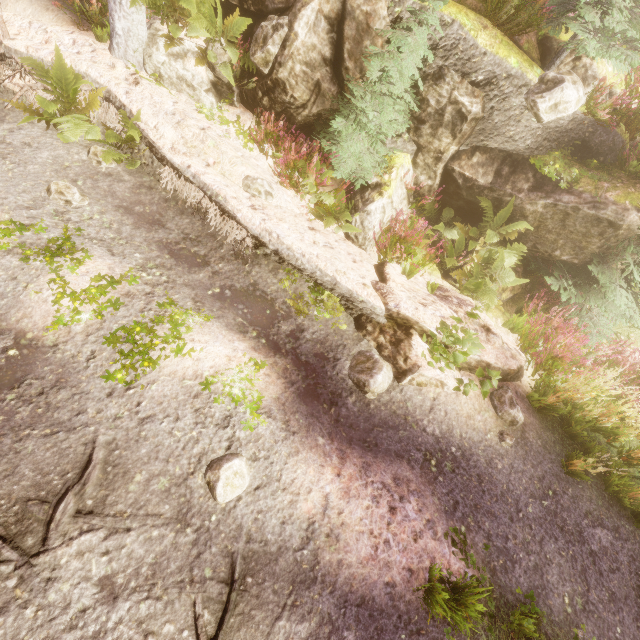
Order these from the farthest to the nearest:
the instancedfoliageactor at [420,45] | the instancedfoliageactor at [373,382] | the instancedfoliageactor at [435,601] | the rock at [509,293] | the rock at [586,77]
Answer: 1. the rock at [509,293]
2. the rock at [586,77]
3. the instancedfoliageactor at [420,45]
4. the instancedfoliageactor at [373,382]
5. the instancedfoliageactor at [435,601]

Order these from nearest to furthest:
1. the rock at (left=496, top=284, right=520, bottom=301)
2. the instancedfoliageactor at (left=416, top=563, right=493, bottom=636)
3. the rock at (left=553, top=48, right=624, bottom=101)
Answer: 1. the instancedfoliageactor at (left=416, top=563, right=493, bottom=636)
2. the rock at (left=553, top=48, right=624, bottom=101)
3. the rock at (left=496, top=284, right=520, bottom=301)

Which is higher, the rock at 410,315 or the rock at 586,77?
the rock at 586,77

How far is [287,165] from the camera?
6.00m

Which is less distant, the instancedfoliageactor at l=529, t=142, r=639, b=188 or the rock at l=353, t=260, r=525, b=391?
the rock at l=353, t=260, r=525, b=391

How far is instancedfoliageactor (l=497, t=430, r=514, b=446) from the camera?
4.64m
